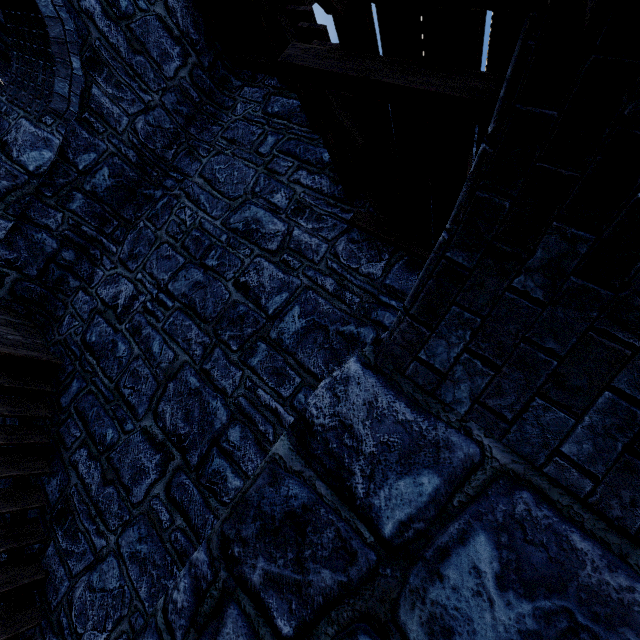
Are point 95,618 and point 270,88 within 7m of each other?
no
